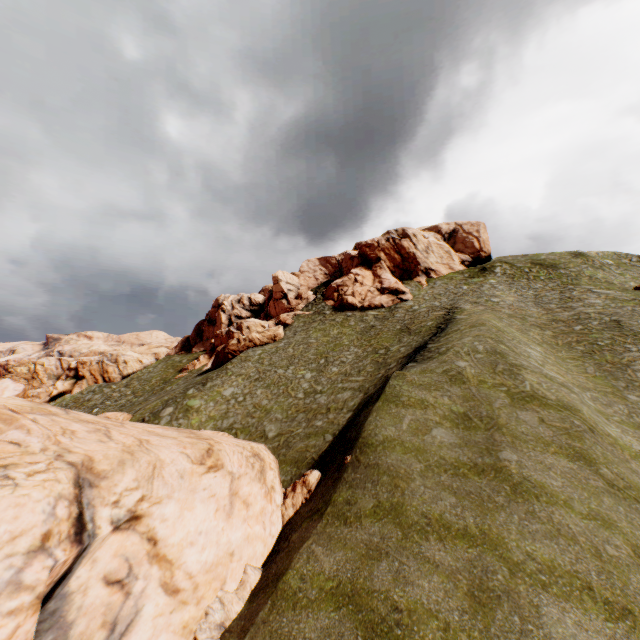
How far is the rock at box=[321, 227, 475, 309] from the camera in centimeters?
5147cm

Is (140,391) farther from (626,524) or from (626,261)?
(626,261)

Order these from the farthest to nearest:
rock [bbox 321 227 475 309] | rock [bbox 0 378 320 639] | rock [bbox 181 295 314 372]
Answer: rock [bbox 321 227 475 309], rock [bbox 181 295 314 372], rock [bbox 0 378 320 639]

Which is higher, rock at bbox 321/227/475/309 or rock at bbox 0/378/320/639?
rock at bbox 321/227/475/309

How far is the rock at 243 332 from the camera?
45.22m

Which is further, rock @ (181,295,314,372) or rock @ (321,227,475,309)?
rock @ (321,227,475,309)

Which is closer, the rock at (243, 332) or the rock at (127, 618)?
the rock at (127, 618)
